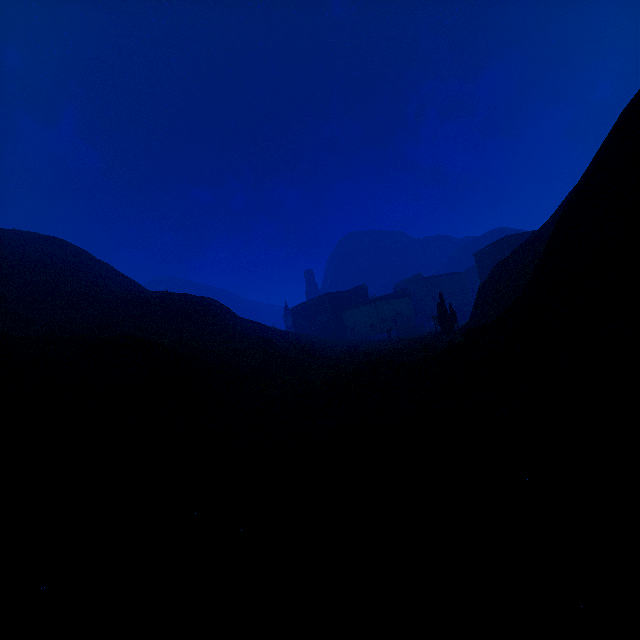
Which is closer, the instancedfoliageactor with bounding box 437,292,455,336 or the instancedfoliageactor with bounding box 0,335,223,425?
the instancedfoliageactor with bounding box 0,335,223,425

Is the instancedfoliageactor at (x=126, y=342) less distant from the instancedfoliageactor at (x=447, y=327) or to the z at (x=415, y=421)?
the z at (x=415, y=421)

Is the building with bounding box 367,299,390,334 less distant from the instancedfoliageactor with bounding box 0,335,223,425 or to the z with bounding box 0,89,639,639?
the z with bounding box 0,89,639,639

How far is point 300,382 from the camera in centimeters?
1669cm

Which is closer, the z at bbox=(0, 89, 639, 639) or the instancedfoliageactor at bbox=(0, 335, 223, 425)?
the z at bbox=(0, 89, 639, 639)

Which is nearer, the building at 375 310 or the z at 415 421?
the z at 415 421

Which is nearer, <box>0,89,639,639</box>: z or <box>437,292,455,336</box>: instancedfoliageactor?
<box>0,89,639,639</box>: z

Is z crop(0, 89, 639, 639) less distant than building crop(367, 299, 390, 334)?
Yes
